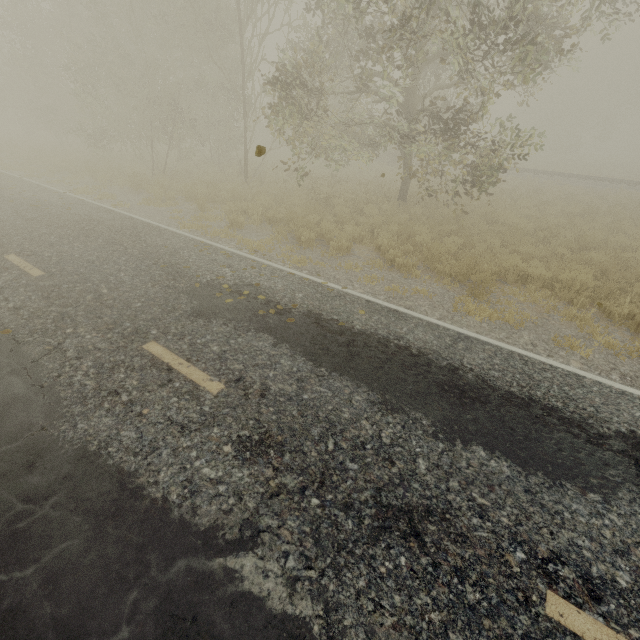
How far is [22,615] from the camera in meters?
2.1
